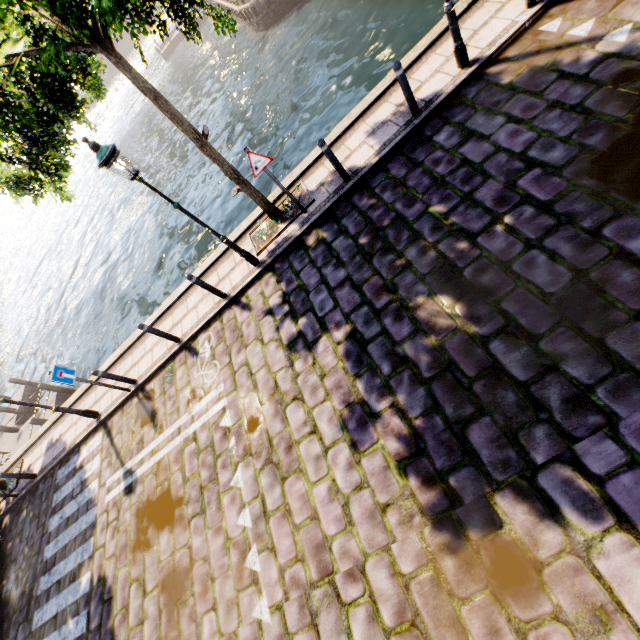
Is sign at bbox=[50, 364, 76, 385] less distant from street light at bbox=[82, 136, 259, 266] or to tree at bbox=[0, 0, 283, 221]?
tree at bbox=[0, 0, 283, 221]

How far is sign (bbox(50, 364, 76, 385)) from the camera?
7.7m

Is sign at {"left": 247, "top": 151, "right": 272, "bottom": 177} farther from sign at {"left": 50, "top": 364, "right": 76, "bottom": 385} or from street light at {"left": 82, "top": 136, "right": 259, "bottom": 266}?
sign at {"left": 50, "top": 364, "right": 76, "bottom": 385}

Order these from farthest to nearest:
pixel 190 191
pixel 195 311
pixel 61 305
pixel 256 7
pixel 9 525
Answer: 1. pixel 61 305
2. pixel 256 7
3. pixel 190 191
4. pixel 9 525
5. pixel 195 311

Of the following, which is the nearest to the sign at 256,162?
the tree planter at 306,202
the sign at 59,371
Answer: the tree planter at 306,202

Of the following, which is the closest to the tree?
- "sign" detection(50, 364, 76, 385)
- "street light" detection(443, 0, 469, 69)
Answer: "street light" detection(443, 0, 469, 69)

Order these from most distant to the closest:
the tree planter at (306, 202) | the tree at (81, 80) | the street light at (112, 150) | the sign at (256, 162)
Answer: the tree planter at (306, 202) → the sign at (256, 162) → the street light at (112, 150) → the tree at (81, 80)

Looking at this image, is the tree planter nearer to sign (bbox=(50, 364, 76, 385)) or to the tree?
the tree
